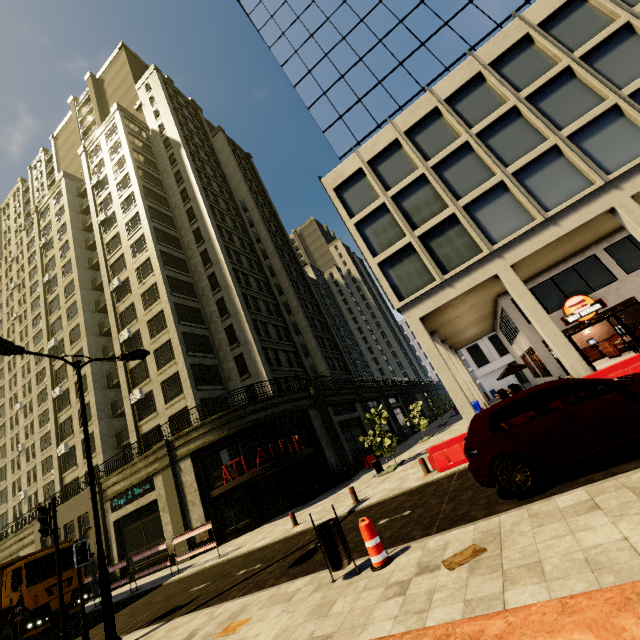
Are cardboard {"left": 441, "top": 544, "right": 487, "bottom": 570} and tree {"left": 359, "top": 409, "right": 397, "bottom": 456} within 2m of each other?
no

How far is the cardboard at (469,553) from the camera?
4.11m

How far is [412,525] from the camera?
6.71m

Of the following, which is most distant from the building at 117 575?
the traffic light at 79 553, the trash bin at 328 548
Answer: the trash bin at 328 548

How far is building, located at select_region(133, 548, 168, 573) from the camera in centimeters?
2005cm

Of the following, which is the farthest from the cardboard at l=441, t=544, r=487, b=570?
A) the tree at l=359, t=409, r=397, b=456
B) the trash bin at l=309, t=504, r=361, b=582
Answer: the tree at l=359, t=409, r=397, b=456

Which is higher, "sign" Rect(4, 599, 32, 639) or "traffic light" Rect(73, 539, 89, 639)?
"traffic light" Rect(73, 539, 89, 639)

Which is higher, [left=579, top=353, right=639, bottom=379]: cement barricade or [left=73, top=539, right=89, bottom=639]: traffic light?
[left=73, top=539, right=89, bottom=639]: traffic light
